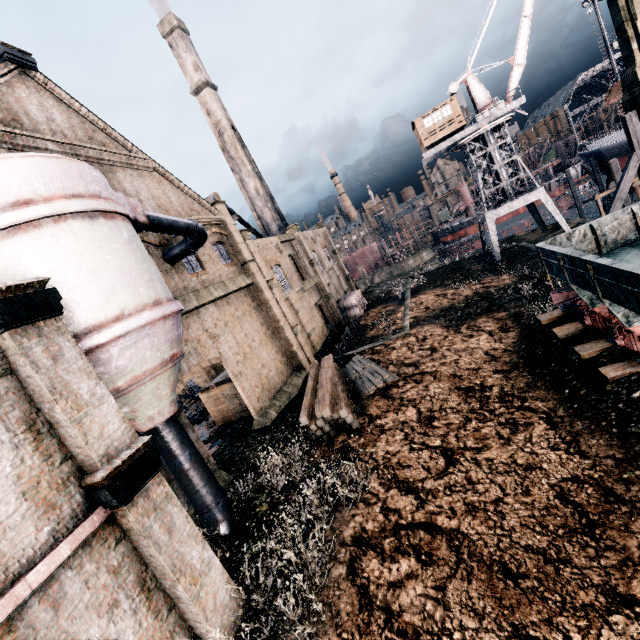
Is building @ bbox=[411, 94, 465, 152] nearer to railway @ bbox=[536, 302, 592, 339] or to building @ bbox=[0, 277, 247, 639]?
building @ bbox=[0, 277, 247, 639]

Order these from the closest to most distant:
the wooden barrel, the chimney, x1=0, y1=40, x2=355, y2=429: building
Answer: x1=0, y1=40, x2=355, y2=429: building
the wooden barrel
the chimney

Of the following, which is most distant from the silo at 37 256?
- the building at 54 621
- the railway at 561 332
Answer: the railway at 561 332

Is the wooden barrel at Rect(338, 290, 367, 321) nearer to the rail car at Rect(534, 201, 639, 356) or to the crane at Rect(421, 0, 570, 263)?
the crane at Rect(421, 0, 570, 263)

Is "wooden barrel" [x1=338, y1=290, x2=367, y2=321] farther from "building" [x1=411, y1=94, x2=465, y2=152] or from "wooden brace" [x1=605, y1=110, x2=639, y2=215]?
"wooden brace" [x1=605, y1=110, x2=639, y2=215]

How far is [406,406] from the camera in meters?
16.1

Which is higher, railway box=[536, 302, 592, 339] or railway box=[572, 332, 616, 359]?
railway box=[536, 302, 592, 339]

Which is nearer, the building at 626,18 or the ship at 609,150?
the building at 626,18
